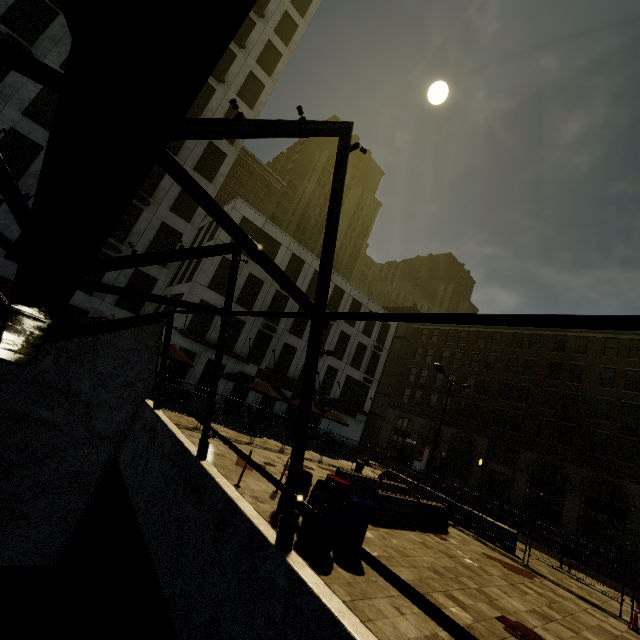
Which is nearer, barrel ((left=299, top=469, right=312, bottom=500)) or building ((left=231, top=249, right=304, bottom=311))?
barrel ((left=299, top=469, right=312, bottom=500))

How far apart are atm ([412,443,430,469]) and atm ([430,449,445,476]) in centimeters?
93cm

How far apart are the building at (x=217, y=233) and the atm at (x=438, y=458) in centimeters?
3297cm

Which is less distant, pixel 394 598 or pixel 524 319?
pixel 524 319

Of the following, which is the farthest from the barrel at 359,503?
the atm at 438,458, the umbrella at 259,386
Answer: the atm at 438,458

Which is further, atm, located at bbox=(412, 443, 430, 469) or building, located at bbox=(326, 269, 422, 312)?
atm, located at bbox=(412, 443, 430, 469)

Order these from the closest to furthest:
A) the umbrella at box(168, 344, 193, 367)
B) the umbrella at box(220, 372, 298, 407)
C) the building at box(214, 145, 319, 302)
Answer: the umbrella at box(168, 344, 193, 367) < the umbrella at box(220, 372, 298, 407) < the building at box(214, 145, 319, 302)

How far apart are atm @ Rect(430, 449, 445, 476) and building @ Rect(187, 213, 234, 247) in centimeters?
3297cm
